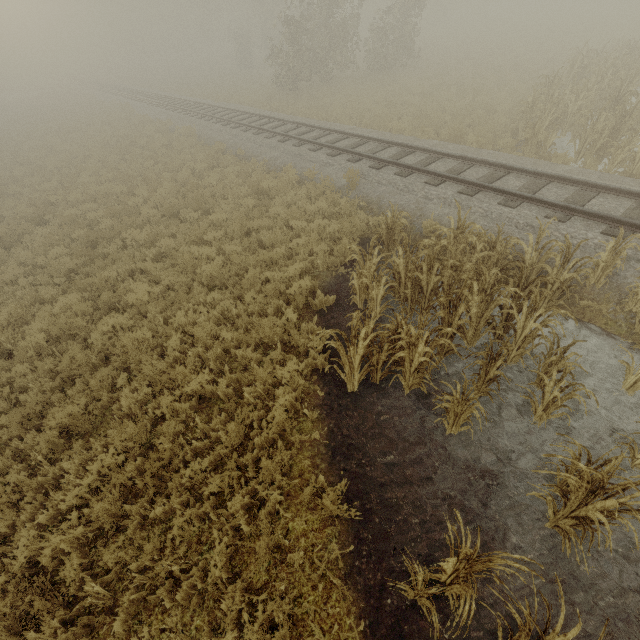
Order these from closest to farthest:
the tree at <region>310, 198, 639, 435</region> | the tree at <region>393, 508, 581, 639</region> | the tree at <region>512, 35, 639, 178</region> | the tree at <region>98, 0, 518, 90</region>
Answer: the tree at <region>393, 508, 581, 639</region>
the tree at <region>310, 198, 639, 435</region>
the tree at <region>512, 35, 639, 178</region>
the tree at <region>98, 0, 518, 90</region>

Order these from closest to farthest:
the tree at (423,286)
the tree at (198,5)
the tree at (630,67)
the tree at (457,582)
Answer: the tree at (457,582) < the tree at (423,286) < the tree at (630,67) < the tree at (198,5)

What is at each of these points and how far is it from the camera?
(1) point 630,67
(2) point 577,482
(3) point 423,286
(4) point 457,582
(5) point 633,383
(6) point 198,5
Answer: (1) tree, 13.95m
(2) tree, 3.30m
(3) tree, 6.55m
(4) tree, 3.49m
(5) tree, 5.21m
(6) tree, 56.66m

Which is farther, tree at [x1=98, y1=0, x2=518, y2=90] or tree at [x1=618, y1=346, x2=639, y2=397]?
tree at [x1=98, y1=0, x2=518, y2=90]

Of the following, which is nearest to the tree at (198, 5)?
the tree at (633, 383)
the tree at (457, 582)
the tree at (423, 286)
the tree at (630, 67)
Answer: the tree at (630, 67)

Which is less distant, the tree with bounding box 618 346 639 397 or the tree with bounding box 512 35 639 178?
the tree with bounding box 618 346 639 397

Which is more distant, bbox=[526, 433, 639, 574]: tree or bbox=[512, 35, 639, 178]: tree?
bbox=[512, 35, 639, 178]: tree

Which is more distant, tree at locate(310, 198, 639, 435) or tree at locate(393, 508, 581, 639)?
tree at locate(310, 198, 639, 435)
